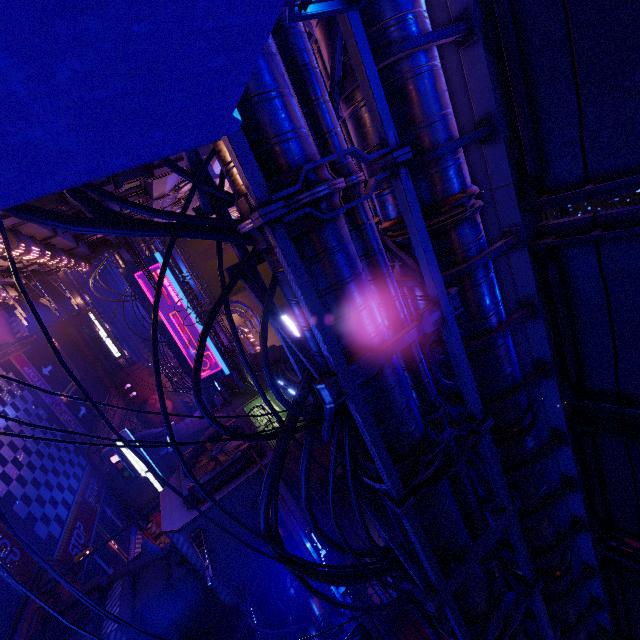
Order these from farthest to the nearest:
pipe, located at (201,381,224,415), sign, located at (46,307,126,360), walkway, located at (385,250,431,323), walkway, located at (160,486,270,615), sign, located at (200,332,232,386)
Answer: pipe, located at (201,381,224,415) < sign, located at (200,332,232,386) < sign, located at (46,307,126,360) < walkway, located at (160,486,270,615) < walkway, located at (385,250,431,323)

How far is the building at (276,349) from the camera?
38.84m

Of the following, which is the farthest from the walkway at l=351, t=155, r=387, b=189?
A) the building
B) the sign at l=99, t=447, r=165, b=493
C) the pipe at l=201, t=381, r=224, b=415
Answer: the pipe at l=201, t=381, r=224, b=415

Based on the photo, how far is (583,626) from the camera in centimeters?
920cm

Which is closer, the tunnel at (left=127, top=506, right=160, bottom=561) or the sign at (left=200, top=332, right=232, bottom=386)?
the tunnel at (left=127, top=506, right=160, bottom=561)

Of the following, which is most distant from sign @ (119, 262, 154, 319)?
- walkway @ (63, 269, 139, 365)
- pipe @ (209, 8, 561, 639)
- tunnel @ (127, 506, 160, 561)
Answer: walkway @ (63, 269, 139, 365)

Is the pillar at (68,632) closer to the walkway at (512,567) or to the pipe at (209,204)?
the pipe at (209,204)

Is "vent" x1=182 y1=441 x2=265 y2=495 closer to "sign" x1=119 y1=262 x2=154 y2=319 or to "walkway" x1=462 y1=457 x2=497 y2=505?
"walkway" x1=462 y1=457 x2=497 y2=505
